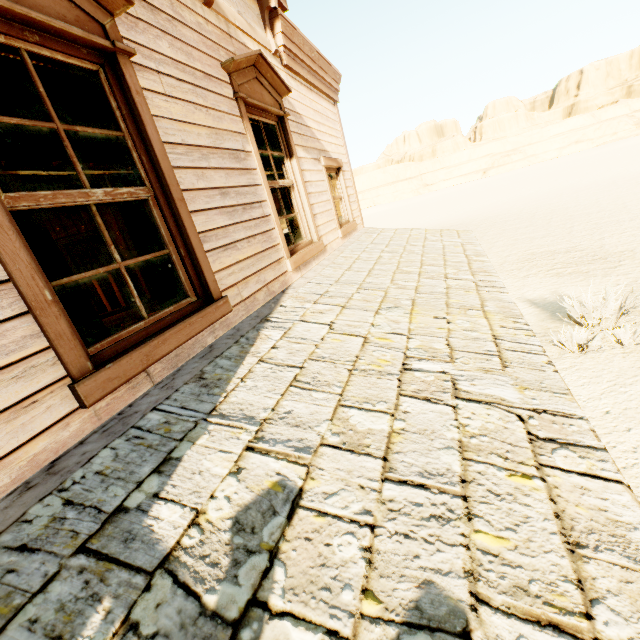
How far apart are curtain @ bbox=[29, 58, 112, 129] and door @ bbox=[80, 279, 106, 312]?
8.34m

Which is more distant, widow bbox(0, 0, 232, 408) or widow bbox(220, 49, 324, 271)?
widow bbox(220, 49, 324, 271)

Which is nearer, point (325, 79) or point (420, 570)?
point (420, 570)

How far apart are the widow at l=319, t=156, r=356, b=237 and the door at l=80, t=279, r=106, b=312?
6.8m

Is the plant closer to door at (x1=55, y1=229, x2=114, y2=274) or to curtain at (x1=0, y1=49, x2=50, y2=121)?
curtain at (x1=0, y1=49, x2=50, y2=121)

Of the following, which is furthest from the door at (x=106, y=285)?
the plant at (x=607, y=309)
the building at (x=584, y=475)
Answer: the plant at (x=607, y=309)

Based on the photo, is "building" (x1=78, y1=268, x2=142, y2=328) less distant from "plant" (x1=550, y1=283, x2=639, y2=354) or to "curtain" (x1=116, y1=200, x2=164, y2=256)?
"curtain" (x1=116, y1=200, x2=164, y2=256)

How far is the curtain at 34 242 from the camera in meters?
1.7
